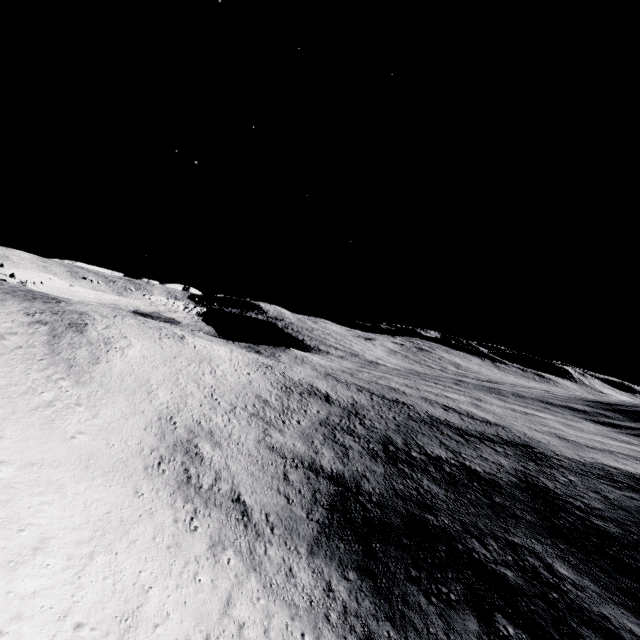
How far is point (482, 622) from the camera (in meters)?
26.31
